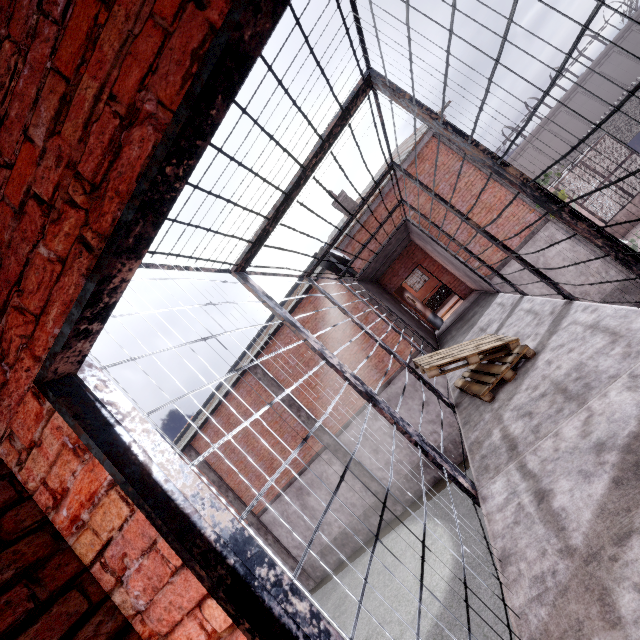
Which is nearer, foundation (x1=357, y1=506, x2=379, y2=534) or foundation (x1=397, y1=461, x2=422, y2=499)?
Answer: foundation (x1=397, y1=461, x2=422, y2=499)

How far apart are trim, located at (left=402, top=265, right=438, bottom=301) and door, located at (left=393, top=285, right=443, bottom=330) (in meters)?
16.09

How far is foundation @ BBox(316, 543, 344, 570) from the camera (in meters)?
14.36

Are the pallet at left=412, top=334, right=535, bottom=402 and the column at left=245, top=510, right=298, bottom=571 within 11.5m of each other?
no

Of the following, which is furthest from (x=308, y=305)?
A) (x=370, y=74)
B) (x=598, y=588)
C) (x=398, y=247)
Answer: (x=598, y=588)

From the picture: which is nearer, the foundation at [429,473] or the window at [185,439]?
the foundation at [429,473]

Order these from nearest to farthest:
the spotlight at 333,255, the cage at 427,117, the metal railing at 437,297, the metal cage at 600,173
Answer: the cage at 427,117, the spotlight at 333,255, the metal cage at 600,173, the metal railing at 437,297
